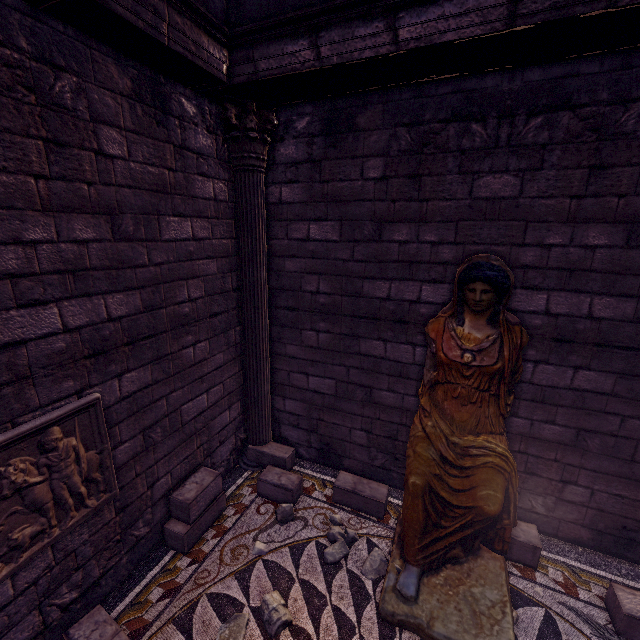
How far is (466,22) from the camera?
2.36m

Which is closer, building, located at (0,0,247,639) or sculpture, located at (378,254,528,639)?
building, located at (0,0,247,639)

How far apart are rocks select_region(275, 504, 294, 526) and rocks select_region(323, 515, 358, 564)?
0.44m

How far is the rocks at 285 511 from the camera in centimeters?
389cm

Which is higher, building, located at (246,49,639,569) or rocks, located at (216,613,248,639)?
building, located at (246,49,639,569)

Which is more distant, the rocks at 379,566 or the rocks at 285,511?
the rocks at 285,511

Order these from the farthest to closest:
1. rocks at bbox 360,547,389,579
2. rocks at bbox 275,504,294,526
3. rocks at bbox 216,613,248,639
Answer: rocks at bbox 275,504,294,526 → rocks at bbox 360,547,389,579 → rocks at bbox 216,613,248,639

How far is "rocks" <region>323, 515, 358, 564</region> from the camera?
3.44m
